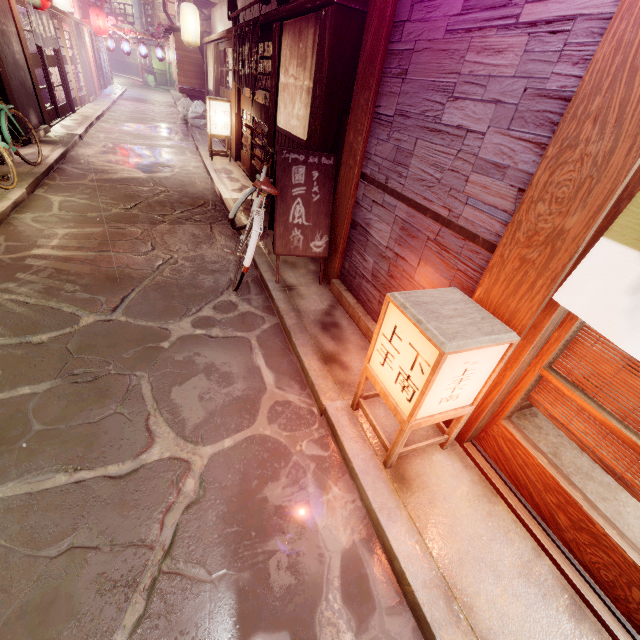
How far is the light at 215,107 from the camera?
15.4m

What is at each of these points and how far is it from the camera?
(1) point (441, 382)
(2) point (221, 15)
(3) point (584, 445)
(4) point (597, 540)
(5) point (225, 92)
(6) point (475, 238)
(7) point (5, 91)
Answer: (1) light, 3.35m
(2) house, 18.73m
(3) blind, 3.46m
(4) door, 3.28m
(5) door, 18.31m
(6) foundation, 3.99m
(7) wood pole, 12.22m

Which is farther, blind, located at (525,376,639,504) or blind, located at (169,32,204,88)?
blind, located at (169,32,204,88)

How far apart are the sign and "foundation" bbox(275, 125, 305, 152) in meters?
0.8 m

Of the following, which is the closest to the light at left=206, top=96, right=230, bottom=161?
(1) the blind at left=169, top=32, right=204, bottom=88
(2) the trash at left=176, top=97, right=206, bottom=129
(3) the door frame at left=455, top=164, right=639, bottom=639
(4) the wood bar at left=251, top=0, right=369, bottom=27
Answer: (4) the wood bar at left=251, top=0, right=369, bottom=27

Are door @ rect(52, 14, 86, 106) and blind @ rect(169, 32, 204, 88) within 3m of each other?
no

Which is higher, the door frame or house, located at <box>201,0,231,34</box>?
house, located at <box>201,0,231,34</box>

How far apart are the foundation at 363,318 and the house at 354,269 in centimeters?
1cm
